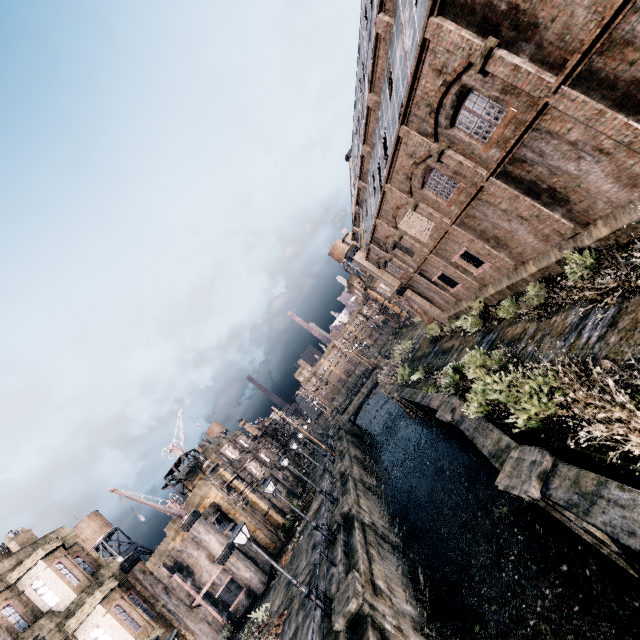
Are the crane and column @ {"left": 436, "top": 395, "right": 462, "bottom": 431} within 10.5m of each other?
no

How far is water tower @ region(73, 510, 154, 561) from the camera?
43.5 meters

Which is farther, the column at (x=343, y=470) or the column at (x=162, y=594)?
the column at (x=343, y=470)

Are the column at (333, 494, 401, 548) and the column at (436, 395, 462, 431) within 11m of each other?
yes

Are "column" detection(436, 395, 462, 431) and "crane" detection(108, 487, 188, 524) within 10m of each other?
no

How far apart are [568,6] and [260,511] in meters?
43.0

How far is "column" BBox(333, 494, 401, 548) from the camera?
21.0 meters

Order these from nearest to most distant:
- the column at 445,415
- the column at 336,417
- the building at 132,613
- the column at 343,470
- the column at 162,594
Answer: the building at 132,613, the column at 445,415, the column at 162,594, the column at 343,470, the column at 336,417
